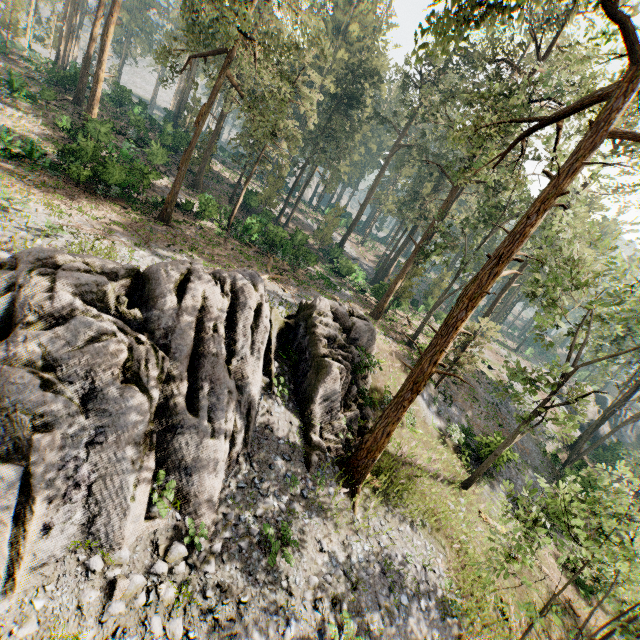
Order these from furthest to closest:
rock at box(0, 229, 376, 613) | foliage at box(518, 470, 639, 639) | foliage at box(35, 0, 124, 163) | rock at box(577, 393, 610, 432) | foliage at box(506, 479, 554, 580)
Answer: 1. rock at box(577, 393, 610, 432)
2. foliage at box(35, 0, 124, 163)
3. foliage at box(506, 479, 554, 580)
4. foliage at box(518, 470, 639, 639)
5. rock at box(0, 229, 376, 613)

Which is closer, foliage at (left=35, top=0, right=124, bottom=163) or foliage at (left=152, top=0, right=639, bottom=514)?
foliage at (left=152, top=0, right=639, bottom=514)

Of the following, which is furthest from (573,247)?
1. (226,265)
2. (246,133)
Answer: (246,133)

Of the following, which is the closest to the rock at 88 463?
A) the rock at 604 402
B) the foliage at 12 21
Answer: the foliage at 12 21

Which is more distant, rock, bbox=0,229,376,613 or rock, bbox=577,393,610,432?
rock, bbox=577,393,610,432

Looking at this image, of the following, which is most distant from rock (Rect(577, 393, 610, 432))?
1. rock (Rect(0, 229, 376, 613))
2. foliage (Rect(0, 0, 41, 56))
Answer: rock (Rect(0, 229, 376, 613))
